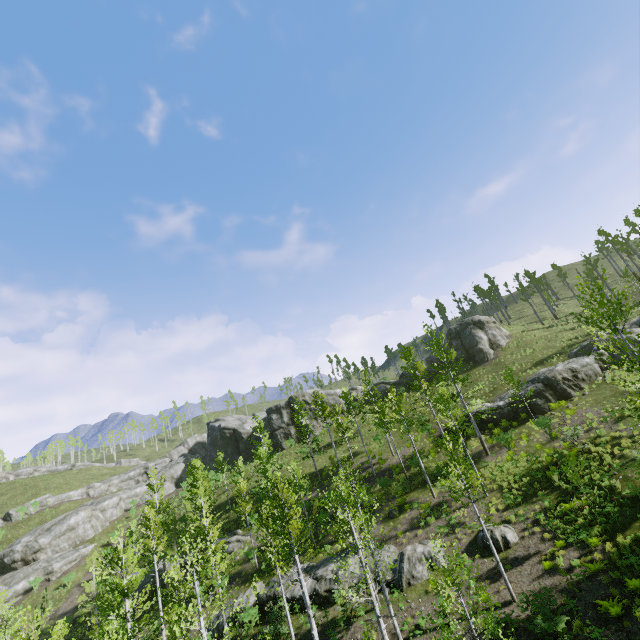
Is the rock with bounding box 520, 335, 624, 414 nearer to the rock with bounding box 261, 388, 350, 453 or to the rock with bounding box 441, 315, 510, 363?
the rock with bounding box 441, 315, 510, 363

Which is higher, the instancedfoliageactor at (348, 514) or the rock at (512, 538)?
the instancedfoliageactor at (348, 514)

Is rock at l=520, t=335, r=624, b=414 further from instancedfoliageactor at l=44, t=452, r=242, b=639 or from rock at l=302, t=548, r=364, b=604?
rock at l=302, t=548, r=364, b=604

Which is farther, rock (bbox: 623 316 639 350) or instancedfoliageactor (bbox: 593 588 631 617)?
rock (bbox: 623 316 639 350)

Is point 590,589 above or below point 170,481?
below

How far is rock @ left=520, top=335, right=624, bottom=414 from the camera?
27.05m

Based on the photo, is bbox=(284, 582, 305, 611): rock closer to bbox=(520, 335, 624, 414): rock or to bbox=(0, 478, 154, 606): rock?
bbox=(520, 335, 624, 414): rock

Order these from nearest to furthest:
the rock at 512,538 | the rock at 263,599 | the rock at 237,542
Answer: the rock at 512,538 < the rock at 263,599 < the rock at 237,542
